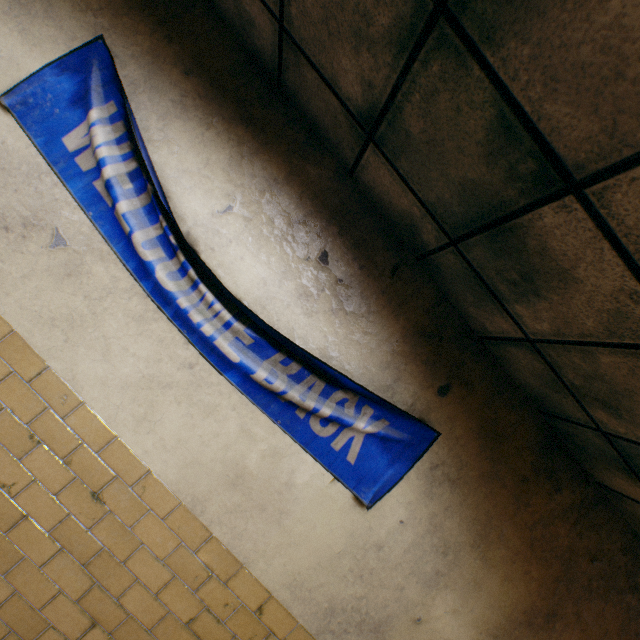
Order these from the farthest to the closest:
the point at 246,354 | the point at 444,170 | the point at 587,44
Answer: the point at 246,354 < the point at 444,170 < the point at 587,44
